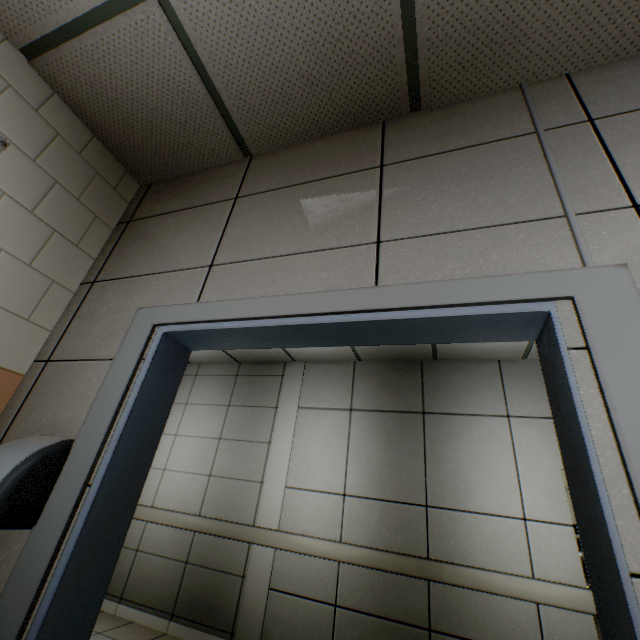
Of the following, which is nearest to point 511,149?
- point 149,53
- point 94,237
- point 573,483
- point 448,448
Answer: point 573,483

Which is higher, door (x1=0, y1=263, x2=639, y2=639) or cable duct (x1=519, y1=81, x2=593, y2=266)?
cable duct (x1=519, y1=81, x2=593, y2=266)

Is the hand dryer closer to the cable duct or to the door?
the door

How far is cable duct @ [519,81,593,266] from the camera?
0.98m

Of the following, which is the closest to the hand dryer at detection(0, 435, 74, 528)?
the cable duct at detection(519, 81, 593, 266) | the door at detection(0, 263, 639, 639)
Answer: the door at detection(0, 263, 639, 639)

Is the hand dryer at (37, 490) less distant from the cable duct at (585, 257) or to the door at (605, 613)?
the door at (605, 613)
